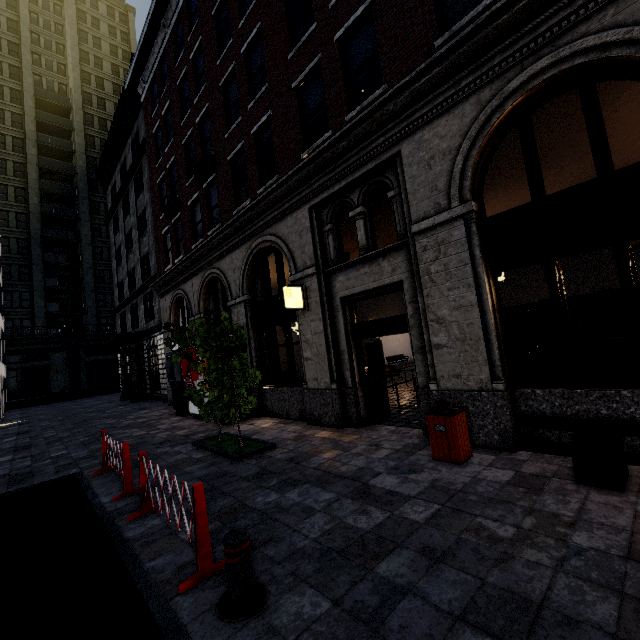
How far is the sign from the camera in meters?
8.5

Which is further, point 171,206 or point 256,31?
point 171,206

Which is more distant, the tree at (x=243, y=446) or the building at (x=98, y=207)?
the tree at (x=243, y=446)

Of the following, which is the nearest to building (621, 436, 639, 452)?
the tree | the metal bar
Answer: the tree

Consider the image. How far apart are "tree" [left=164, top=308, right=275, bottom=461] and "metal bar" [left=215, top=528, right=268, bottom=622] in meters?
4.2 m

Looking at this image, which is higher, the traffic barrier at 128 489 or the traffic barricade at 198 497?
the traffic barrier at 128 489

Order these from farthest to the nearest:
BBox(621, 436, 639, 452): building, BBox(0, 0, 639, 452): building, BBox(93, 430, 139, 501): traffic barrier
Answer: BBox(93, 430, 139, 501): traffic barrier → BBox(0, 0, 639, 452): building → BBox(621, 436, 639, 452): building

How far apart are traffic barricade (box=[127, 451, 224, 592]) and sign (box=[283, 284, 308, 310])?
4.6m
